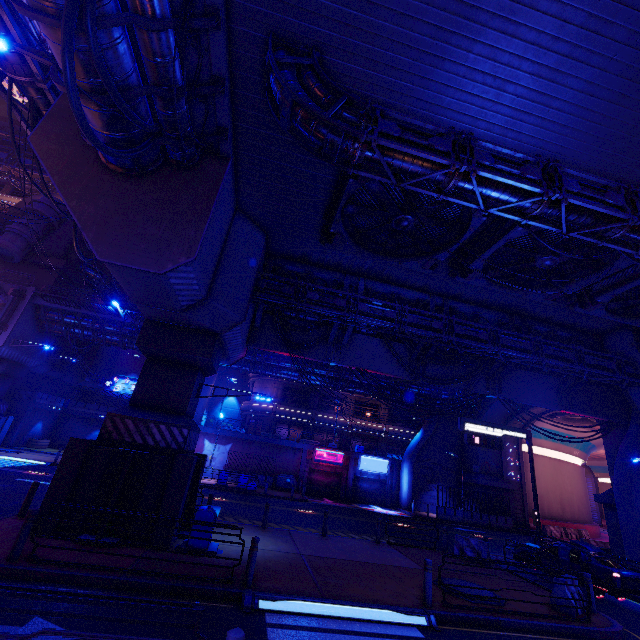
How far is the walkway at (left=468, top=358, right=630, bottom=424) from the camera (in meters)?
19.45

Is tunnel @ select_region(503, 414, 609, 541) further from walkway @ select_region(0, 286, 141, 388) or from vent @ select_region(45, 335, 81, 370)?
vent @ select_region(45, 335, 81, 370)

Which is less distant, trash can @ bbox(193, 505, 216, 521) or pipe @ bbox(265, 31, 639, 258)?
pipe @ bbox(265, 31, 639, 258)

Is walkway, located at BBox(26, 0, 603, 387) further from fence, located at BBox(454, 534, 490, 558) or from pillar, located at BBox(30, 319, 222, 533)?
fence, located at BBox(454, 534, 490, 558)

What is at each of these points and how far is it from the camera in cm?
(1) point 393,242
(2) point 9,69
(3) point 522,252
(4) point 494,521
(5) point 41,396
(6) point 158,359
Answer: (1) vent, 1325
(2) pipe, 1130
(3) vent, 1262
(4) fence, 3028
(5) fence, 3300
(6) pillar, 1297

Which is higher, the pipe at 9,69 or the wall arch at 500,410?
the pipe at 9,69

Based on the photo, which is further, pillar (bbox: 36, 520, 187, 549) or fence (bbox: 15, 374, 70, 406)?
fence (bbox: 15, 374, 70, 406)

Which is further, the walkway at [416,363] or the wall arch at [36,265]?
the wall arch at [36,265]
